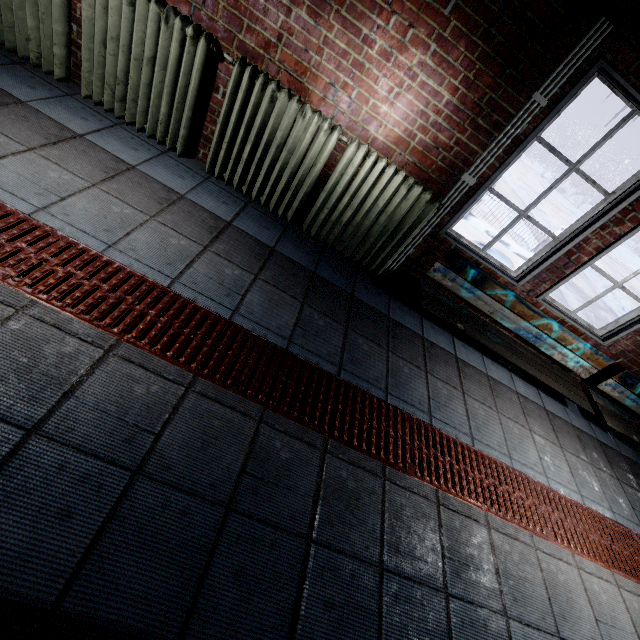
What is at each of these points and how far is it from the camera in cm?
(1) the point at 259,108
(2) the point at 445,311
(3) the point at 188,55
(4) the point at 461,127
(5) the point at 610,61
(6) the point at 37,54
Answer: (1) radiator, 222
(2) bench, 265
(3) radiator, 207
(4) window, 218
(5) window, 185
(6) radiator, 225

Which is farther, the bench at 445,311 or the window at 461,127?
the bench at 445,311

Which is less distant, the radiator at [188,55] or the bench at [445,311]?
the radiator at [188,55]

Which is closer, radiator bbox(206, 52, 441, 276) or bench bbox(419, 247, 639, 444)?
radiator bbox(206, 52, 441, 276)

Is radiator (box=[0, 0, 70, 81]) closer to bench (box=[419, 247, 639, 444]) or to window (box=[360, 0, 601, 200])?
window (box=[360, 0, 601, 200])

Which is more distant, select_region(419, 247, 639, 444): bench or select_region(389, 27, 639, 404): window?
select_region(419, 247, 639, 444): bench

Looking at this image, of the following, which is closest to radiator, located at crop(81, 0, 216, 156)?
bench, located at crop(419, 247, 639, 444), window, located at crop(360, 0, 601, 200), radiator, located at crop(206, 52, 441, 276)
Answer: radiator, located at crop(206, 52, 441, 276)

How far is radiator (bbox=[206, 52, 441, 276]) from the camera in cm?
218
